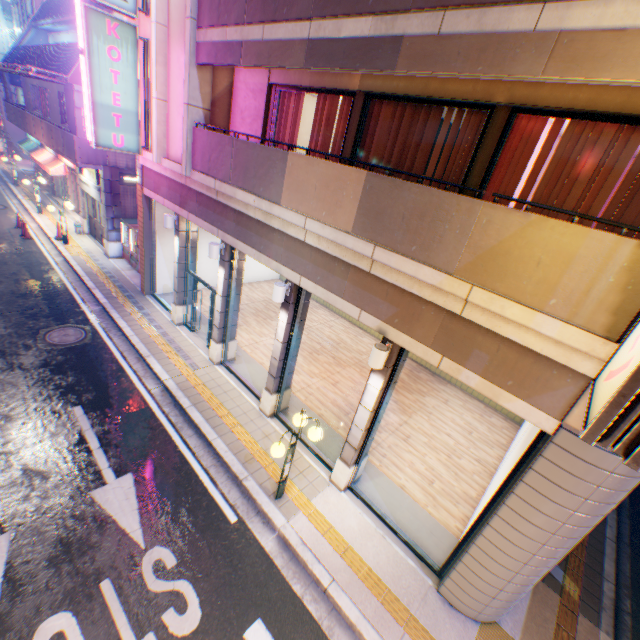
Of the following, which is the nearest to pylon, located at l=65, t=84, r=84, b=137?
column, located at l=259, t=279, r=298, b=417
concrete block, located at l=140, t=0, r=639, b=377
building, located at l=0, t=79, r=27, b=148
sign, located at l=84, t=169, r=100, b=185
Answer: sign, located at l=84, t=169, r=100, b=185

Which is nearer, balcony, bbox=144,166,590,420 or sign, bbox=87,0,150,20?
balcony, bbox=144,166,590,420

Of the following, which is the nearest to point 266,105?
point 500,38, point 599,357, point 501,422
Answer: point 500,38

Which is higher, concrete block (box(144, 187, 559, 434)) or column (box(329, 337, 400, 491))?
concrete block (box(144, 187, 559, 434))

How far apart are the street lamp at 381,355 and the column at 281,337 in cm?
259

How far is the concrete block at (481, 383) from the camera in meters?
4.6

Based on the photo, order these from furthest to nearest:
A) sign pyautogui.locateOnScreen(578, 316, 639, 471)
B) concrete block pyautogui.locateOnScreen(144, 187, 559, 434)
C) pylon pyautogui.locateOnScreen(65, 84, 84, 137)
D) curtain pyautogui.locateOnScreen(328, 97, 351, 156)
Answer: pylon pyautogui.locateOnScreen(65, 84, 84, 137)
curtain pyautogui.locateOnScreen(328, 97, 351, 156)
concrete block pyautogui.locateOnScreen(144, 187, 559, 434)
sign pyautogui.locateOnScreen(578, 316, 639, 471)

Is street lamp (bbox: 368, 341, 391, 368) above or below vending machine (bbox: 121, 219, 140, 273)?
above
